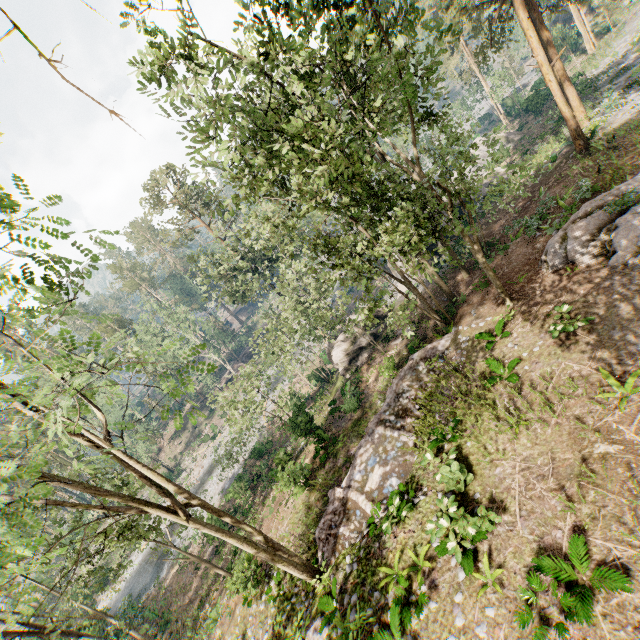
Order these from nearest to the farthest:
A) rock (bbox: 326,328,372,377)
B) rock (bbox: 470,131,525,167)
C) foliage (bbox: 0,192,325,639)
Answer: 1. foliage (bbox: 0,192,325,639)
2. rock (bbox: 326,328,372,377)
3. rock (bbox: 470,131,525,167)

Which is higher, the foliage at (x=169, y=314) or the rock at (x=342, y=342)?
the foliage at (x=169, y=314)

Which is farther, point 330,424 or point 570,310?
point 330,424

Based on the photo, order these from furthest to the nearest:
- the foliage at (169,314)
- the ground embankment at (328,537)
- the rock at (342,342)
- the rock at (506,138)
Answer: the rock at (506,138)
the rock at (342,342)
the ground embankment at (328,537)
the foliage at (169,314)

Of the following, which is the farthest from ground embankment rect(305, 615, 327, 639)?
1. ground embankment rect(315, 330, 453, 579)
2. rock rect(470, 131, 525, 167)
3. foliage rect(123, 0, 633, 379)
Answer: rock rect(470, 131, 525, 167)

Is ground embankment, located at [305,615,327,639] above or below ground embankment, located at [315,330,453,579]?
above

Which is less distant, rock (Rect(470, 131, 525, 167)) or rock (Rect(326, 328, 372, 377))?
rock (Rect(326, 328, 372, 377))

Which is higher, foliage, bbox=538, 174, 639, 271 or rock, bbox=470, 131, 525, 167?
foliage, bbox=538, 174, 639, 271
